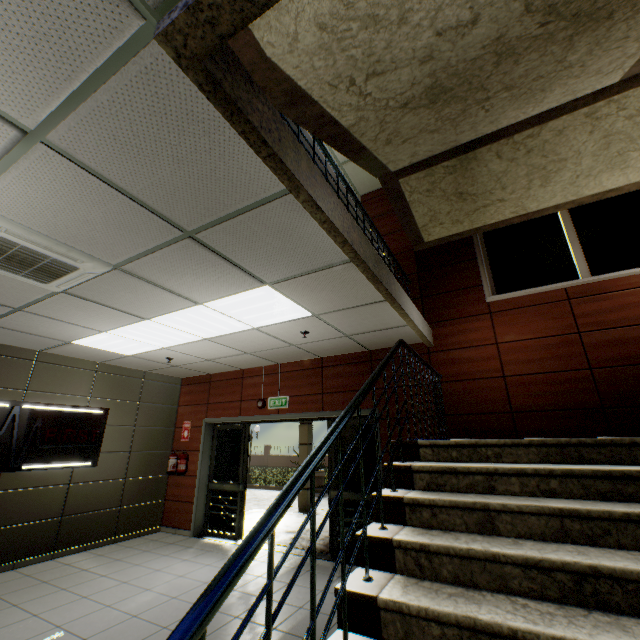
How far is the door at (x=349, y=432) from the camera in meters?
5.7 m

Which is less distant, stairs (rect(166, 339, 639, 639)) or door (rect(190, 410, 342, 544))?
stairs (rect(166, 339, 639, 639))

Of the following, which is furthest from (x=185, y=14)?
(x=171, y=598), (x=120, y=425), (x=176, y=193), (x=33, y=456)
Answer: (x=120, y=425)

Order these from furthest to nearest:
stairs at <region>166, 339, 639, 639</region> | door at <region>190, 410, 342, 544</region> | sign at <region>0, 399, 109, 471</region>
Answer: door at <region>190, 410, 342, 544</region> < sign at <region>0, 399, 109, 471</region> < stairs at <region>166, 339, 639, 639</region>

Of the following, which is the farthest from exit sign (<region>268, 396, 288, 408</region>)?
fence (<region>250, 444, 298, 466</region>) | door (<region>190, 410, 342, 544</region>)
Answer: fence (<region>250, 444, 298, 466</region>)

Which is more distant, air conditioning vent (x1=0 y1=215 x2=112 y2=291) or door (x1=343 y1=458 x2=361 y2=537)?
door (x1=343 y1=458 x2=361 y2=537)

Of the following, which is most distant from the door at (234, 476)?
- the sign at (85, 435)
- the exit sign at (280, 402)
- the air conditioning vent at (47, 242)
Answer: the air conditioning vent at (47, 242)

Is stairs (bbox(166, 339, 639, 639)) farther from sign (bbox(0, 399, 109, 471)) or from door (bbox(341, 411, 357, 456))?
sign (bbox(0, 399, 109, 471))
